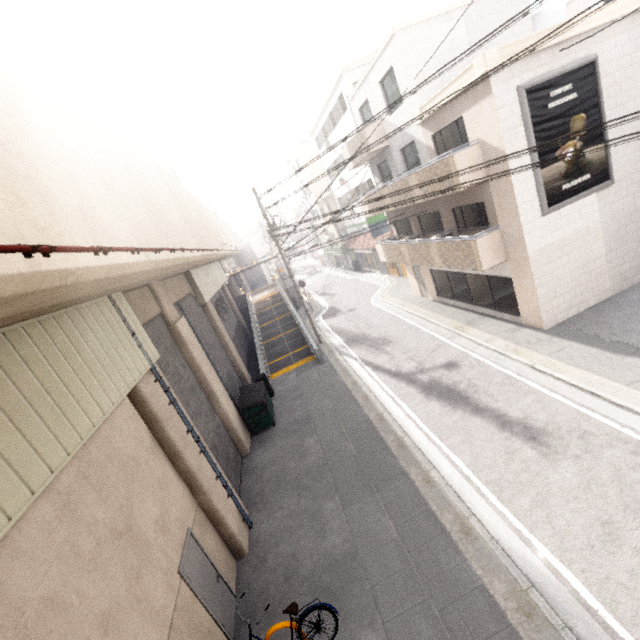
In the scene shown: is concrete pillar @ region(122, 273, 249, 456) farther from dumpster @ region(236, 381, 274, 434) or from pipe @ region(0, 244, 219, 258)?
pipe @ region(0, 244, 219, 258)

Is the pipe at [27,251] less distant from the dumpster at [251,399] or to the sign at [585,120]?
the dumpster at [251,399]

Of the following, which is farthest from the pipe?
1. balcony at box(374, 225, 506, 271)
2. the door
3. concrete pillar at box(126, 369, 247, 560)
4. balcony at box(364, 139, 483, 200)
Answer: balcony at box(374, 225, 506, 271)

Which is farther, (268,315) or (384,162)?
(268,315)

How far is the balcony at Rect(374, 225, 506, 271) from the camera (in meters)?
11.65

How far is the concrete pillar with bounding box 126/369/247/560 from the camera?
6.80m

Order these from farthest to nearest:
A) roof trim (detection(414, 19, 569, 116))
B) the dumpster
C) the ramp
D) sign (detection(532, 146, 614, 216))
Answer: the ramp < the dumpster < sign (detection(532, 146, 614, 216)) < roof trim (detection(414, 19, 569, 116))

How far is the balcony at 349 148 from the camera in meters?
15.7 m
